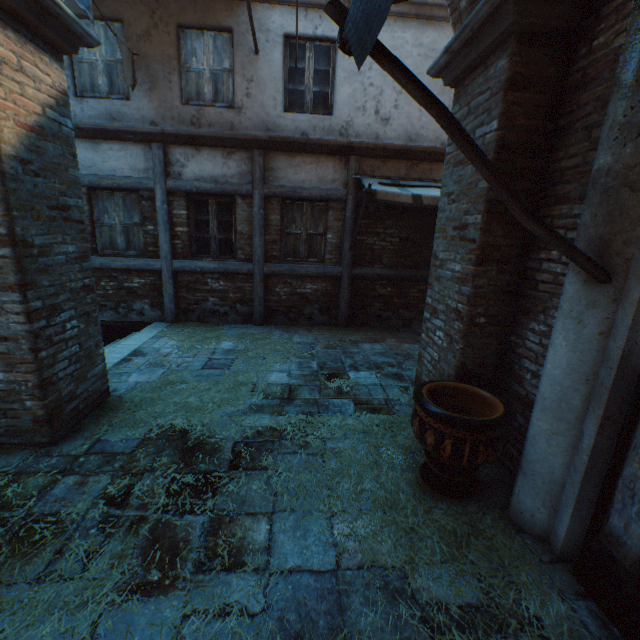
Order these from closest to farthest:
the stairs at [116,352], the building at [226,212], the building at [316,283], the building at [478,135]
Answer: the building at [478,135], the stairs at [116,352], the building at [226,212], the building at [316,283]

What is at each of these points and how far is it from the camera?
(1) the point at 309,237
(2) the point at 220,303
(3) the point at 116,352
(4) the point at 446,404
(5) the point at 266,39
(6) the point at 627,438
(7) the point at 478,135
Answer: (1) building, 7.29m
(2) building, 7.44m
(3) stairs, 5.57m
(4) ceramic pot, 3.00m
(5) building, 6.15m
(6) door, 1.87m
(7) building, 2.97m

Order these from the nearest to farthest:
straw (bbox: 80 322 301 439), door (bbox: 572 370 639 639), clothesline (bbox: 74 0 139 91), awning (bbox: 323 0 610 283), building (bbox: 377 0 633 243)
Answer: awning (bbox: 323 0 610 283) → door (bbox: 572 370 639 639) → building (bbox: 377 0 633 243) → straw (bbox: 80 322 301 439) → clothesline (bbox: 74 0 139 91)

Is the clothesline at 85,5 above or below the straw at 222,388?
above

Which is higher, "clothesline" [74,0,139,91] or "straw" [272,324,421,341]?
"clothesline" [74,0,139,91]

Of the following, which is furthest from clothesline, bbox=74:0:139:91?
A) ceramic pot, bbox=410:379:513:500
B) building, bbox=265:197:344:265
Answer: ceramic pot, bbox=410:379:513:500

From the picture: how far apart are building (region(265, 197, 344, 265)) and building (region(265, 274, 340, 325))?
0.23m

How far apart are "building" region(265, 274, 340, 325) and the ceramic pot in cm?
462
